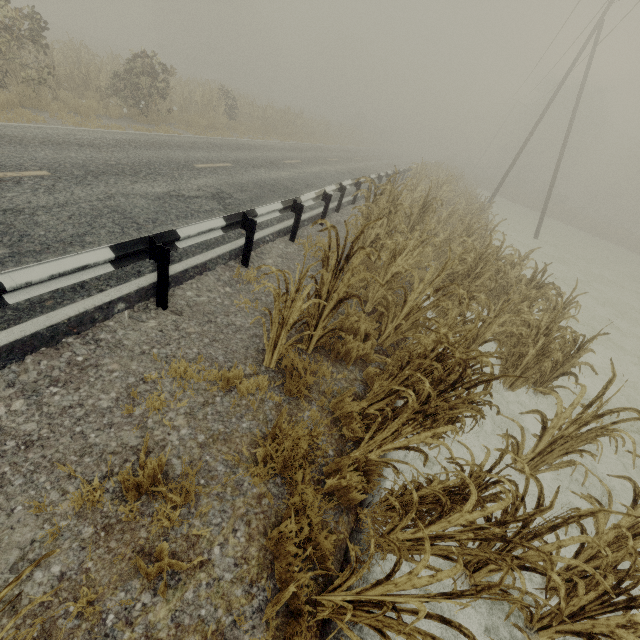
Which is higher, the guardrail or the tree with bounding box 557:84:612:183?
the tree with bounding box 557:84:612:183

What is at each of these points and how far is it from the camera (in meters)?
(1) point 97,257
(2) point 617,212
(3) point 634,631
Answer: (1) guardrail, 3.34
(2) tree, 47.03
(3) tree, 2.75

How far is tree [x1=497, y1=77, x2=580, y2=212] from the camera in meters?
42.0 m

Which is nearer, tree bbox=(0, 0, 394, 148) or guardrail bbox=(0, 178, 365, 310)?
guardrail bbox=(0, 178, 365, 310)

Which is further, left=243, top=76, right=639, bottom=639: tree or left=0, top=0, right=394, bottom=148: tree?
left=0, top=0, right=394, bottom=148: tree

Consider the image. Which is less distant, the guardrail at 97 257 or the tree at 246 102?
the guardrail at 97 257

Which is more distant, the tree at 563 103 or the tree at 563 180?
the tree at 563 180
